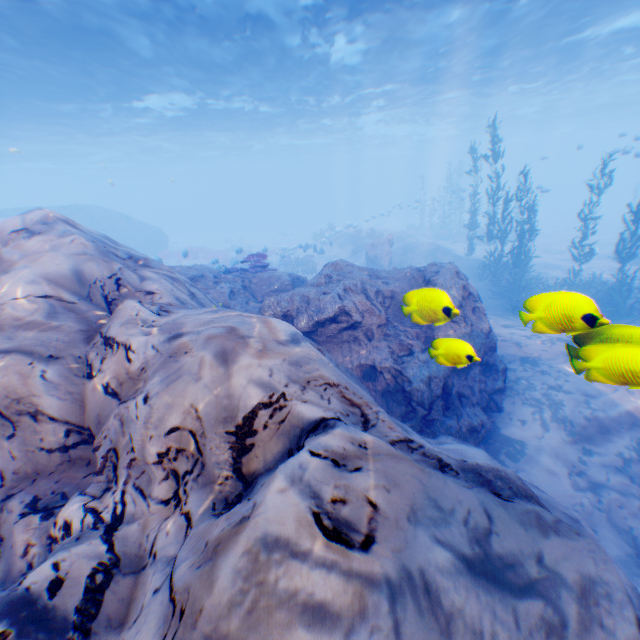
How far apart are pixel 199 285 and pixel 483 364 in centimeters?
844cm

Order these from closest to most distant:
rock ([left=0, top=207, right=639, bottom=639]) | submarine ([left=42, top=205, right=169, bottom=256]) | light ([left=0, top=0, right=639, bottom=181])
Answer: rock ([left=0, top=207, right=639, bottom=639]) < light ([left=0, top=0, right=639, bottom=181]) < submarine ([left=42, top=205, right=169, bottom=256])

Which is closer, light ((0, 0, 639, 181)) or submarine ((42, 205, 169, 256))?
light ((0, 0, 639, 181))

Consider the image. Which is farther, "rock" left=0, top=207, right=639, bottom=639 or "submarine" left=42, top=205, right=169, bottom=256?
"submarine" left=42, top=205, right=169, bottom=256

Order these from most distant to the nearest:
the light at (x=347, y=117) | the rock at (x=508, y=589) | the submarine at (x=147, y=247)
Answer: the submarine at (x=147, y=247) < the light at (x=347, y=117) < the rock at (x=508, y=589)

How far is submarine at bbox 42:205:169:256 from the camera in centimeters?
3173cm

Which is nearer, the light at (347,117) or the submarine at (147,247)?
the light at (347,117)

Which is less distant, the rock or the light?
the rock
